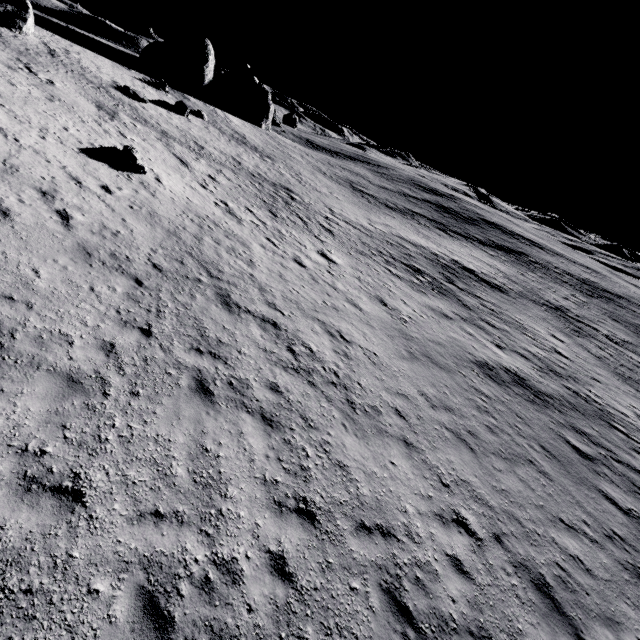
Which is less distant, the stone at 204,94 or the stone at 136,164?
the stone at 136,164

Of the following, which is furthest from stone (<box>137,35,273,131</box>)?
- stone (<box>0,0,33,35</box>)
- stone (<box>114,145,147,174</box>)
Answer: stone (<box>114,145,147,174</box>)

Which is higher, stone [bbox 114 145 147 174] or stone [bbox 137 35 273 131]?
stone [bbox 137 35 273 131]

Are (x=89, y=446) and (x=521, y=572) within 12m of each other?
yes

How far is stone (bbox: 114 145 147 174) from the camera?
15.83m

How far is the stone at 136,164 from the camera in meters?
15.8
